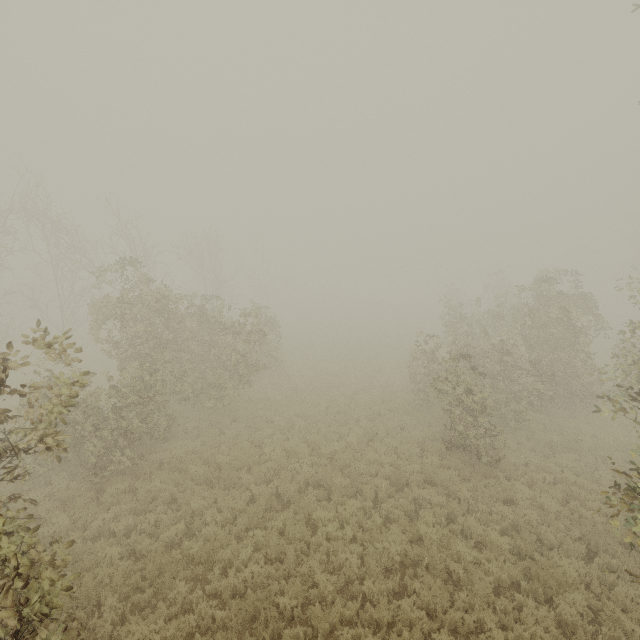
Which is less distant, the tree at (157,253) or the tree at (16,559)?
the tree at (16,559)

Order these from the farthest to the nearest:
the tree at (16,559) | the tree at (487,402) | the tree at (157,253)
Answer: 1. the tree at (487,402)
2. the tree at (157,253)
3. the tree at (16,559)

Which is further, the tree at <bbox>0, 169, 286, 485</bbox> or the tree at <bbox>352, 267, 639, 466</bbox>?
the tree at <bbox>352, 267, 639, 466</bbox>

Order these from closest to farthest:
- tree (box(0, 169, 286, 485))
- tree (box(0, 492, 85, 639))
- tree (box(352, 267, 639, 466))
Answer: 1. tree (box(0, 492, 85, 639))
2. tree (box(0, 169, 286, 485))
3. tree (box(352, 267, 639, 466))

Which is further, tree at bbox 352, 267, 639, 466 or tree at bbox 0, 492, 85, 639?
tree at bbox 352, 267, 639, 466

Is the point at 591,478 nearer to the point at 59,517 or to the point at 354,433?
the point at 354,433
